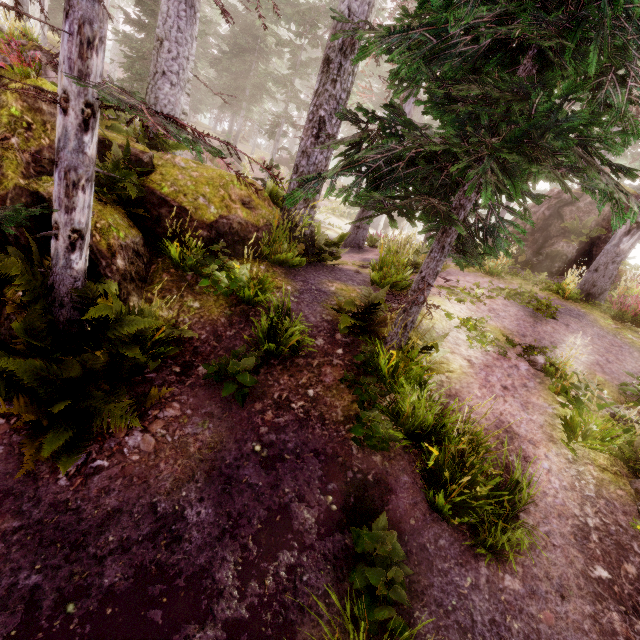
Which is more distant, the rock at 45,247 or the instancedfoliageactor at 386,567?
the rock at 45,247

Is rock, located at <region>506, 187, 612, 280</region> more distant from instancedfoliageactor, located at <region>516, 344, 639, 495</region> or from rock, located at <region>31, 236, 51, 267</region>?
rock, located at <region>31, 236, 51, 267</region>

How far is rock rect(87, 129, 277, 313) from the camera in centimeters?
543cm

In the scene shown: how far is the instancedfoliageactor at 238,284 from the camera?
4.80m

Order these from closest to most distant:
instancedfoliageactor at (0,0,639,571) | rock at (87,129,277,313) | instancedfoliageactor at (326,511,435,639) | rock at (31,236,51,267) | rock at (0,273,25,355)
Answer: instancedfoliageactor at (326,511,435,639) → instancedfoliageactor at (0,0,639,571) → rock at (0,273,25,355) → rock at (31,236,51,267) → rock at (87,129,277,313)

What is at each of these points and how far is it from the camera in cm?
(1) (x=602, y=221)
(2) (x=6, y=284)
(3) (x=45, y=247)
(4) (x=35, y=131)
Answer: (1) rock, 1344
(2) rock, 482
(3) rock, 499
(4) rock, 509
